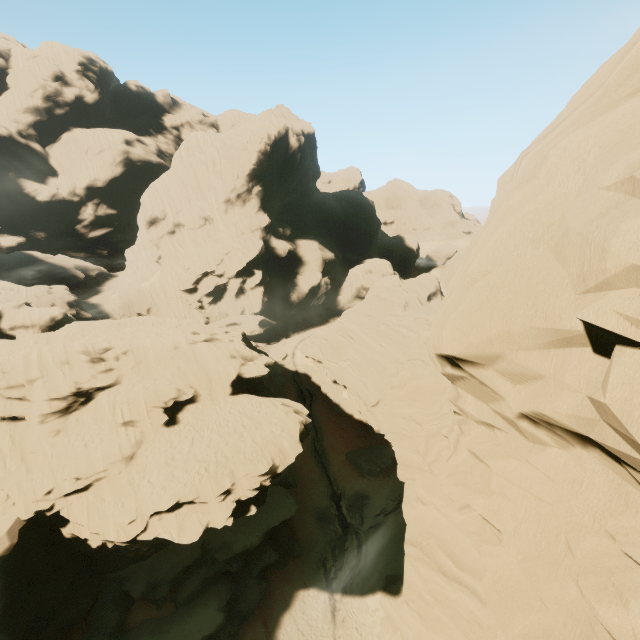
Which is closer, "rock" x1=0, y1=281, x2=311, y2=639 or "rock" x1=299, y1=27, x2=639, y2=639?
"rock" x1=299, y1=27, x2=639, y2=639

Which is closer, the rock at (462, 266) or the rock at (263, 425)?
the rock at (462, 266)

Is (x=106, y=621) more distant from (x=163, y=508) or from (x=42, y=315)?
(x=42, y=315)
